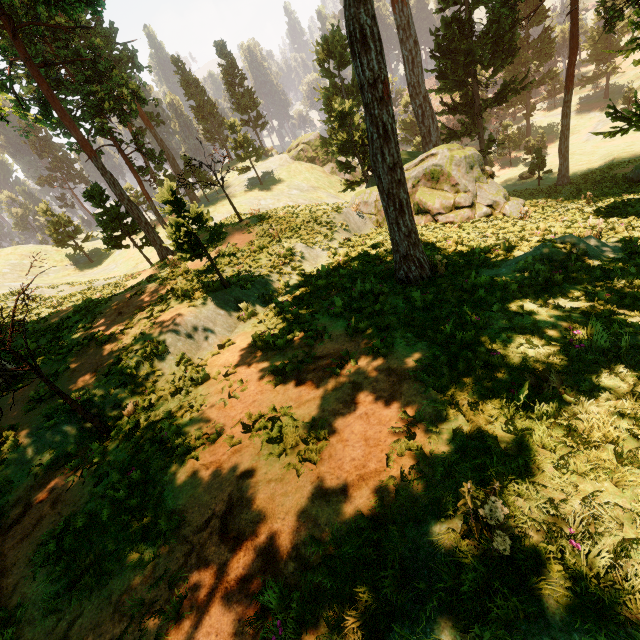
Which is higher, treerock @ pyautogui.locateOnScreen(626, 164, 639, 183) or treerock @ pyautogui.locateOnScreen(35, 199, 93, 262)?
treerock @ pyautogui.locateOnScreen(35, 199, 93, 262)

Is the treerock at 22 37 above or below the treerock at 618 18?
above

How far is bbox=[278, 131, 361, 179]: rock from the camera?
50.25m

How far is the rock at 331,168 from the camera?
50.25m

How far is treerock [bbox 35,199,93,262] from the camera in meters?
40.0 m

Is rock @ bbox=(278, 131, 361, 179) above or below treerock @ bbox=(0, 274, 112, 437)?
below

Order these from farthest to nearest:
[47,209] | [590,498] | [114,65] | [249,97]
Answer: [249,97] → [47,209] → [114,65] → [590,498]

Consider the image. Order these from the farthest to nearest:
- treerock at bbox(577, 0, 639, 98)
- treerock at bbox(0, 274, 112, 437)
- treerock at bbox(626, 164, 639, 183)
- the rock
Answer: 1. the rock
2. treerock at bbox(626, 164, 639, 183)
3. treerock at bbox(577, 0, 639, 98)
4. treerock at bbox(0, 274, 112, 437)
